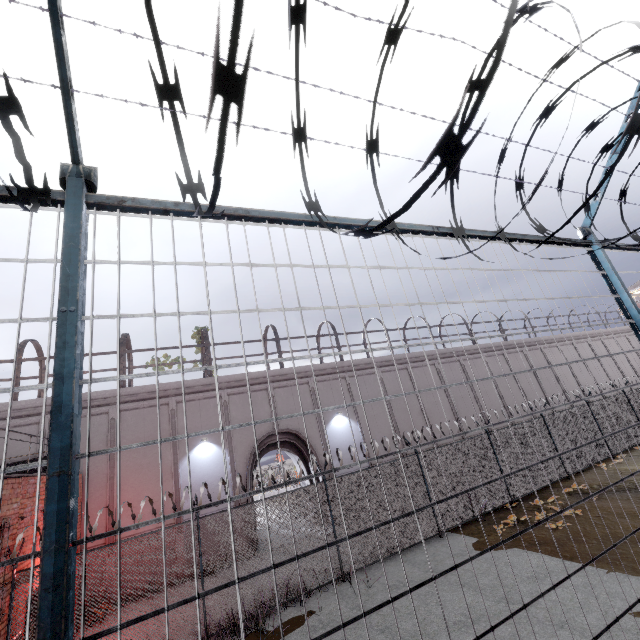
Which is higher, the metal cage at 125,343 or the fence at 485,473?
the metal cage at 125,343

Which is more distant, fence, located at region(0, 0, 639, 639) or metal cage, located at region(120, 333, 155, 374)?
metal cage, located at region(120, 333, 155, 374)

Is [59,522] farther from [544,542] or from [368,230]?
[544,542]

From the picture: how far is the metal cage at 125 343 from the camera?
15.72m

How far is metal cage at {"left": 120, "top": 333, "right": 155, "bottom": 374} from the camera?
15.7m

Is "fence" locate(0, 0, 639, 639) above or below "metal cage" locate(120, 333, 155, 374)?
below
